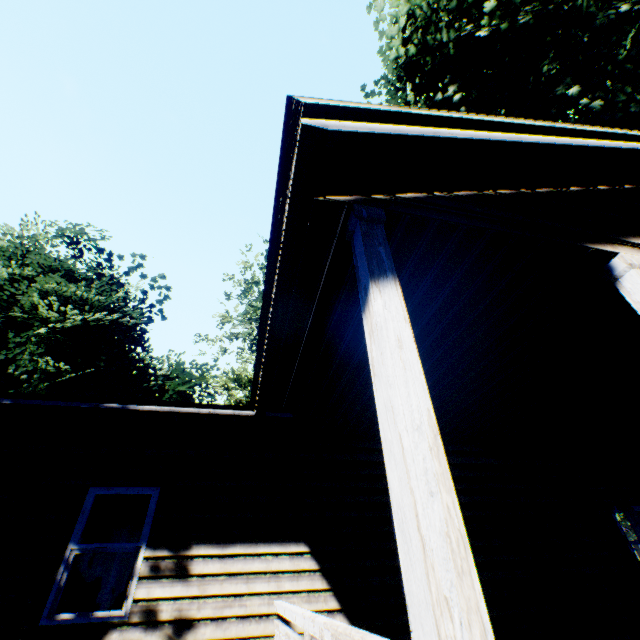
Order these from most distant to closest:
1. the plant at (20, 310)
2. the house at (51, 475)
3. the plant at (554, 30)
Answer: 1. the plant at (20, 310)
2. the plant at (554, 30)
3. the house at (51, 475)

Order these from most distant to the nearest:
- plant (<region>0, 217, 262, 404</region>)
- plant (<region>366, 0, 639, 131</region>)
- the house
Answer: plant (<region>0, 217, 262, 404</region>) → plant (<region>366, 0, 639, 131</region>) → the house

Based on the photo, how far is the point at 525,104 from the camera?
8.72m

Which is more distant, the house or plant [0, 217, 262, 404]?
plant [0, 217, 262, 404]

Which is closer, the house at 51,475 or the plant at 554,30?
the house at 51,475

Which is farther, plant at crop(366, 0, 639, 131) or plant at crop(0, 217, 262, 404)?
plant at crop(0, 217, 262, 404)

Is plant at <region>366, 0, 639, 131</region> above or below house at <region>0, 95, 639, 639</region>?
above
